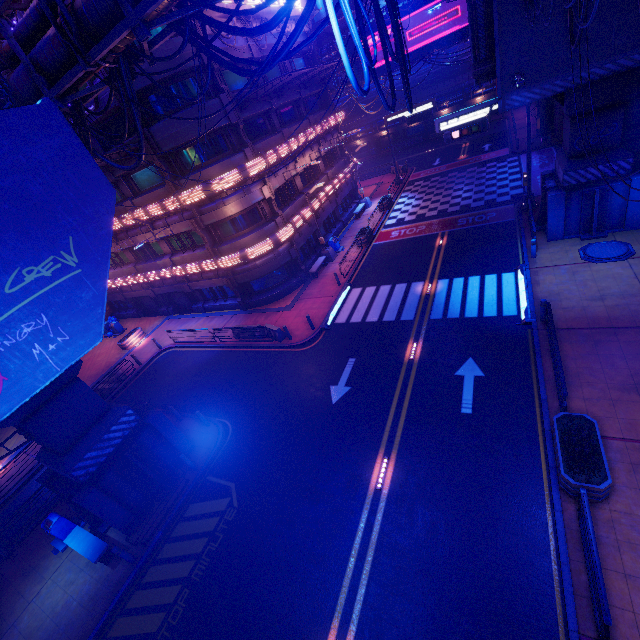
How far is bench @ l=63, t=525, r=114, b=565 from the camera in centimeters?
1179cm

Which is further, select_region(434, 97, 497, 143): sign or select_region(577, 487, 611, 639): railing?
select_region(434, 97, 497, 143): sign

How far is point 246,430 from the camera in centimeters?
1533cm

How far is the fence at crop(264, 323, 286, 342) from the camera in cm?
1975

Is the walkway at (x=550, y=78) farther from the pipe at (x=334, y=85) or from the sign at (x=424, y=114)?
the sign at (x=424, y=114)

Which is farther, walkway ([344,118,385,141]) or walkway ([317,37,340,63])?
walkway ([344,118,385,141])

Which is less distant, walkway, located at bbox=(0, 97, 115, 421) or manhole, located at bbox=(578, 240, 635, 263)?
walkway, located at bbox=(0, 97, 115, 421)

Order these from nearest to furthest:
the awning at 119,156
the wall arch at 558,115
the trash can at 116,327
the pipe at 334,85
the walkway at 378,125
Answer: the awning at 119,156 → the wall arch at 558,115 → the trash can at 116,327 → the pipe at 334,85 → the walkway at 378,125
